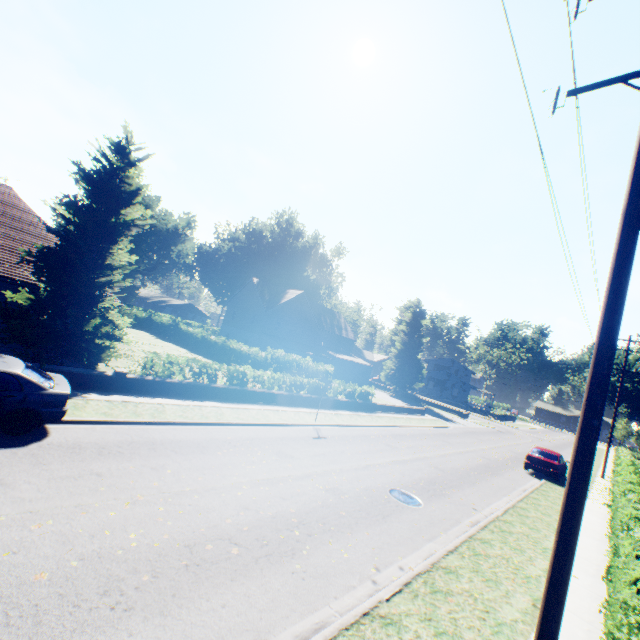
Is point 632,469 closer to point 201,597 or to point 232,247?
point 201,597

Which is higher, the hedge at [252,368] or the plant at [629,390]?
the plant at [629,390]

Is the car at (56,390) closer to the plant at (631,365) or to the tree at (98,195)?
the tree at (98,195)

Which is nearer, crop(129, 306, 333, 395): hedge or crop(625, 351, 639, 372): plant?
crop(129, 306, 333, 395): hedge

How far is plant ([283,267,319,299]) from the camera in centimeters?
5638cm

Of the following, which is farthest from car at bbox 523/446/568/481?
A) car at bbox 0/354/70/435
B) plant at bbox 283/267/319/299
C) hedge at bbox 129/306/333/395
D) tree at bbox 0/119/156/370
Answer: car at bbox 0/354/70/435

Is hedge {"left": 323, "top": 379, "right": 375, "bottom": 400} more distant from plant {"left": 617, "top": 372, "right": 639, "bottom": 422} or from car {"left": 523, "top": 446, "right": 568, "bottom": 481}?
car {"left": 523, "top": 446, "right": 568, "bottom": 481}

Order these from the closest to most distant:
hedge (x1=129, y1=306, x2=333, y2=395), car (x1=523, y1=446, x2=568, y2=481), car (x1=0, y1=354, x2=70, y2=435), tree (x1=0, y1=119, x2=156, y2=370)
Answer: car (x1=0, y1=354, x2=70, y2=435)
tree (x1=0, y1=119, x2=156, y2=370)
hedge (x1=129, y1=306, x2=333, y2=395)
car (x1=523, y1=446, x2=568, y2=481)
